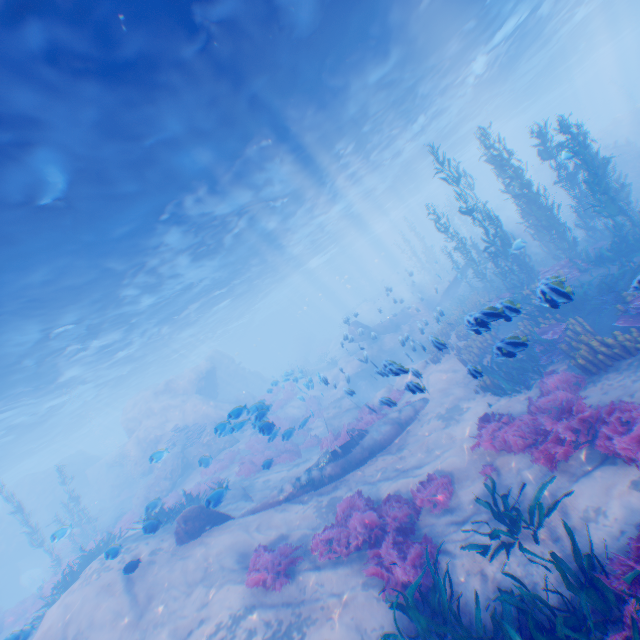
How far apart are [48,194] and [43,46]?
4.1 meters

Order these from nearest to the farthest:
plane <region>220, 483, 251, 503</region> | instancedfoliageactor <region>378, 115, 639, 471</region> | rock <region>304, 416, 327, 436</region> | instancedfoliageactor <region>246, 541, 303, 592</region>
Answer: instancedfoliageactor <region>378, 115, 639, 471</region> → instancedfoliageactor <region>246, 541, 303, 592</region> → plane <region>220, 483, 251, 503</region> → rock <region>304, 416, 327, 436</region>

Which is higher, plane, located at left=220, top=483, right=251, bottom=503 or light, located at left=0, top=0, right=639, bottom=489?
light, located at left=0, top=0, right=639, bottom=489

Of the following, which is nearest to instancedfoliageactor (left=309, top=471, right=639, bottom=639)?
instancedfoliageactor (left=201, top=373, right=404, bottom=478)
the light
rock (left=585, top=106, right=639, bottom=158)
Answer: rock (left=585, top=106, right=639, bottom=158)

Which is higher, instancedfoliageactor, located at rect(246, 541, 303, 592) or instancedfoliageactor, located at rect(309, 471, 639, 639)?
instancedfoliageactor, located at rect(246, 541, 303, 592)

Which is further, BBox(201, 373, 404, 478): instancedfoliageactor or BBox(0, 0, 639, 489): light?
BBox(201, 373, 404, 478): instancedfoliageactor

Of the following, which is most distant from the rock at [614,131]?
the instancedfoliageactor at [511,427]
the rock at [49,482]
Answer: the rock at [49,482]

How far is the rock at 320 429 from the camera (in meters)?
20.36
